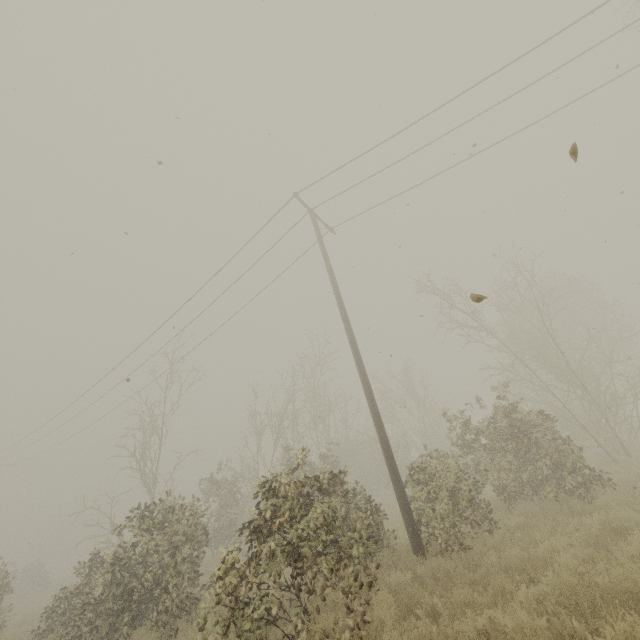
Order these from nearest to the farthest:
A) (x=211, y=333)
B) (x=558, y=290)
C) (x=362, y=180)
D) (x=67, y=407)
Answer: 1. (x=362, y=180)
2. (x=211, y=333)
3. (x=67, y=407)
4. (x=558, y=290)

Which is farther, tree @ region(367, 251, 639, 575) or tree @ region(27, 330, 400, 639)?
tree @ region(367, 251, 639, 575)

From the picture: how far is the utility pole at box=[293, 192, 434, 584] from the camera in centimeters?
765cm

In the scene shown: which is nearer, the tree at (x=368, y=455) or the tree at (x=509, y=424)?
the tree at (x=368, y=455)

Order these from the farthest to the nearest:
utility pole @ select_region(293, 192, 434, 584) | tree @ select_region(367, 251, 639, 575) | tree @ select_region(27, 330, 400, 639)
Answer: tree @ select_region(367, 251, 639, 575), utility pole @ select_region(293, 192, 434, 584), tree @ select_region(27, 330, 400, 639)

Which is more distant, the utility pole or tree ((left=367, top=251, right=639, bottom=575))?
tree ((left=367, top=251, right=639, bottom=575))

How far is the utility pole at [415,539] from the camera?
7.7m
